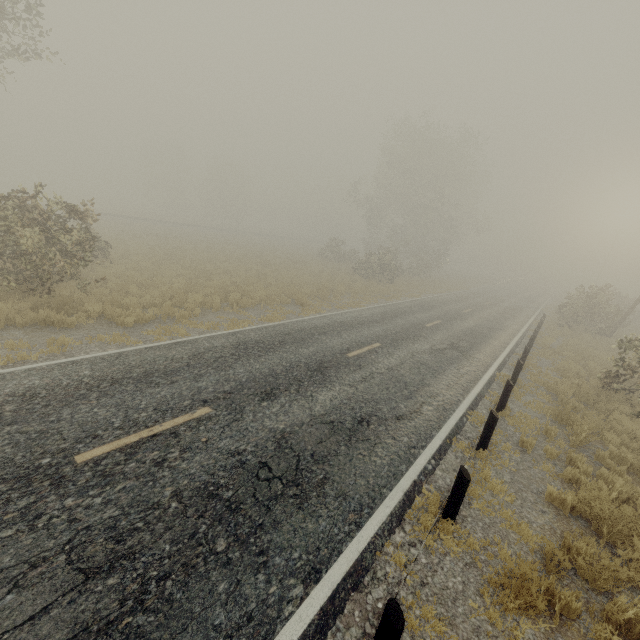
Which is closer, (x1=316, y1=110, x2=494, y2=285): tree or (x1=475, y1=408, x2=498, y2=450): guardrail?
(x1=475, y1=408, x2=498, y2=450): guardrail

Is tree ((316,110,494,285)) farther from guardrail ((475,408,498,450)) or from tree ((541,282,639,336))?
guardrail ((475,408,498,450))

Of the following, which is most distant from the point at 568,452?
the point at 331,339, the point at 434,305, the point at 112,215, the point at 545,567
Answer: the point at 112,215

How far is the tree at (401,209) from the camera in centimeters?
3478cm

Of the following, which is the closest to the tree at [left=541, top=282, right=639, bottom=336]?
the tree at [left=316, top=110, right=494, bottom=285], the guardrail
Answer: the tree at [left=316, top=110, right=494, bottom=285]

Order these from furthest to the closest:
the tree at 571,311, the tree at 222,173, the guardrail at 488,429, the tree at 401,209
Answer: the tree at 222,173, the tree at 401,209, the tree at 571,311, the guardrail at 488,429

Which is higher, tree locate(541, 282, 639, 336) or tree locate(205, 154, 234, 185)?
tree locate(205, 154, 234, 185)

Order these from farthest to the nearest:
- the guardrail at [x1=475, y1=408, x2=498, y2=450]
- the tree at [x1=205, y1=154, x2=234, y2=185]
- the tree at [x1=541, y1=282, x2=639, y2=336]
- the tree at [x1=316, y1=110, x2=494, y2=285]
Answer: the tree at [x1=205, y1=154, x2=234, y2=185]
the tree at [x1=316, y1=110, x2=494, y2=285]
the tree at [x1=541, y1=282, x2=639, y2=336]
the guardrail at [x1=475, y1=408, x2=498, y2=450]
